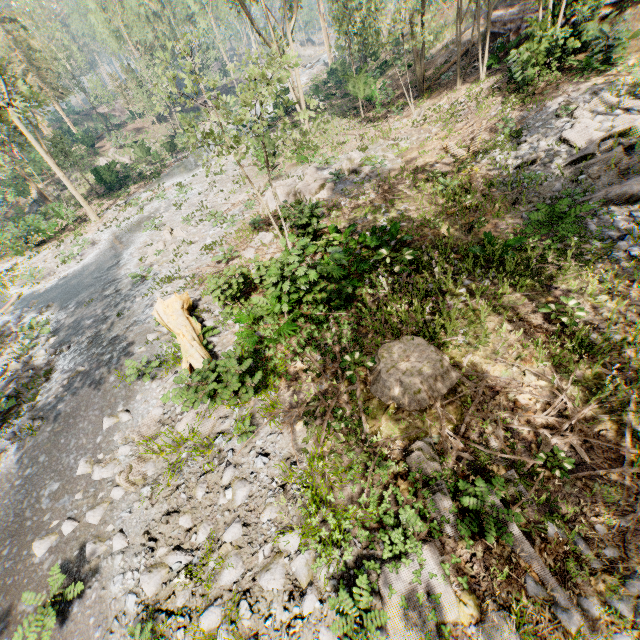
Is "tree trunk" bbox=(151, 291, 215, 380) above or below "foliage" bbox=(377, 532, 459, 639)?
above

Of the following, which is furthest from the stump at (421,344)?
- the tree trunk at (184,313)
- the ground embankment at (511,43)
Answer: the ground embankment at (511,43)

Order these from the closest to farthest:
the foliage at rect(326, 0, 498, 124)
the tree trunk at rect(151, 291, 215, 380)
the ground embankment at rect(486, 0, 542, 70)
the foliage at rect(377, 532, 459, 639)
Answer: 1. the foliage at rect(377, 532, 459, 639)
2. the tree trunk at rect(151, 291, 215, 380)
3. the ground embankment at rect(486, 0, 542, 70)
4. the foliage at rect(326, 0, 498, 124)

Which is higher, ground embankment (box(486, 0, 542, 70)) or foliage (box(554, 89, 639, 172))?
ground embankment (box(486, 0, 542, 70))

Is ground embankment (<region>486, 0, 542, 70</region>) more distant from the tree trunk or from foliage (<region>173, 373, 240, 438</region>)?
the tree trunk

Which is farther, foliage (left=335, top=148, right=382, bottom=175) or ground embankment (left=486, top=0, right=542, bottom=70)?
foliage (left=335, top=148, right=382, bottom=175)

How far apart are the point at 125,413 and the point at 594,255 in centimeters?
1377cm

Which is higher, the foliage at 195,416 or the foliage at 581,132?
the foliage at 581,132
